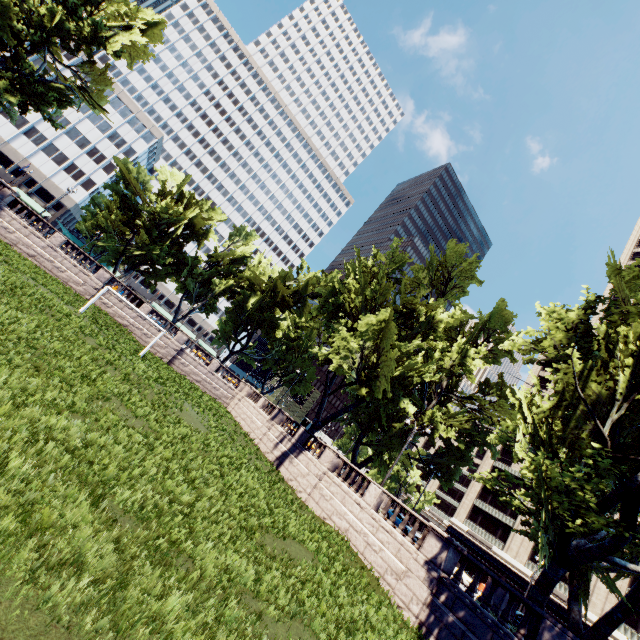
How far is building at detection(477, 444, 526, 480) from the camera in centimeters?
5534cm

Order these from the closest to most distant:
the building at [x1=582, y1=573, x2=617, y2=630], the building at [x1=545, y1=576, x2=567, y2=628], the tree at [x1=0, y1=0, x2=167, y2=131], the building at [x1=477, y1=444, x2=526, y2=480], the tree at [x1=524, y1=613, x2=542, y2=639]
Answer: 1. the tree at [x1=524, y1=613, x2=542, y2=639]
2. the tree at [x1=0, y1=0, x2=167, y2=131]
3. the building at [x1=582, y1=573, x2=617, y2=630]
4. the building at [x1=545, y1=576, x2=567, y2=628]
5. the building at [x1=477, y1=444, x2=526, y2=480]

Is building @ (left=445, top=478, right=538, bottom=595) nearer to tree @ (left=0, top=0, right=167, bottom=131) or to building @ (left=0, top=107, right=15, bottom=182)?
tree @ (left=0, top=0, right=167, bottom=131)

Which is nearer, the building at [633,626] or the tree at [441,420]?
the tree at [441,420]

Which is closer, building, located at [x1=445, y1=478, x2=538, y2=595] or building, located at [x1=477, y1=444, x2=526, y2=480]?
building, located at [x1=445, y1=478, x2=538, y2=595]

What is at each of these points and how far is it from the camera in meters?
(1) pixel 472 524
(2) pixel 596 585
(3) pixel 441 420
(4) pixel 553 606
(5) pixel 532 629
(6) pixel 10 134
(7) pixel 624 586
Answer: (1) building, 54.0 m
(2) building, 40.5 m
(3) tree, 30.2 m
(4) building, 41.6 m
(5) tree, 13.0 m
(6) building, 59.8 m
(7) building, 39.1 m

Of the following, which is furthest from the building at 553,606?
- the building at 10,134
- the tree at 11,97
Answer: the building at 10,134
